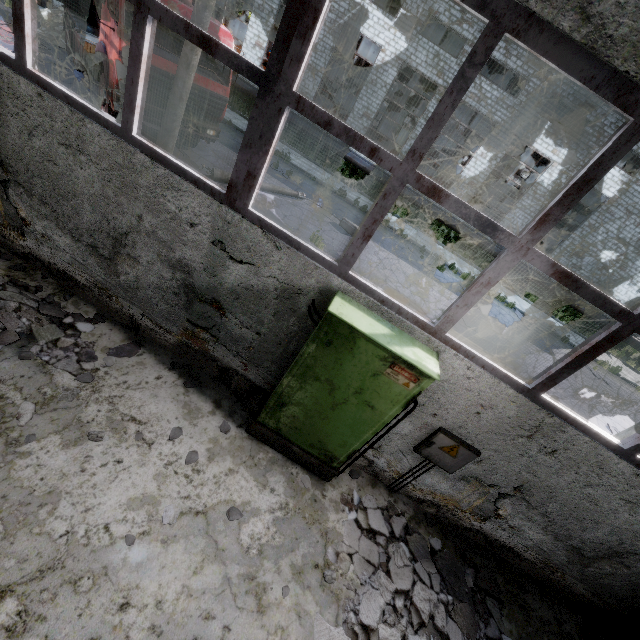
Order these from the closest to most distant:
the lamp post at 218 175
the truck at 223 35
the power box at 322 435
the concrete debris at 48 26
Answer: the power box at 322 435 → the truck at 223 35 → the lamp post at 218 175 → the concrete debris at 48 26

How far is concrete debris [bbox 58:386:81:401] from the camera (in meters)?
3.82

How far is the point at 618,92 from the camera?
2.31m

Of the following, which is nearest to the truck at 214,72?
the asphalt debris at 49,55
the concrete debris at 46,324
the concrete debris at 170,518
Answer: the asphalt debris at 49,55

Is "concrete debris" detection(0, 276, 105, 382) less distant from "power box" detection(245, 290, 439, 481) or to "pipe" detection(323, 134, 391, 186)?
"power box" detection(245, 290, 439, 481)

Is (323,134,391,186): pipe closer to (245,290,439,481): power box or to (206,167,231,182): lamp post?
(206,167,231,182): lamp post

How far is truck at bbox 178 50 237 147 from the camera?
9.1 meters

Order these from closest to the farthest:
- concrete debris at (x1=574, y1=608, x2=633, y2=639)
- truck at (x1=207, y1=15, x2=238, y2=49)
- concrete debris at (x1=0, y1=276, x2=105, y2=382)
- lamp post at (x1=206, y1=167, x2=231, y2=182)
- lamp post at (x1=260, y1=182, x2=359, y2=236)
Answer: concrete debris at (x1=0, y1=276, x2=105, y2=382) → concrete debris at (x1=574, y1=608, x2=633, y2=639) → truck at (x1=207, y1=15, x2=238, y2=49) → lamp post at (x1=206, y1=167, x2=231, y2=182) → lamp post at (x1=260, y1=182, x2=359, y2=236)
